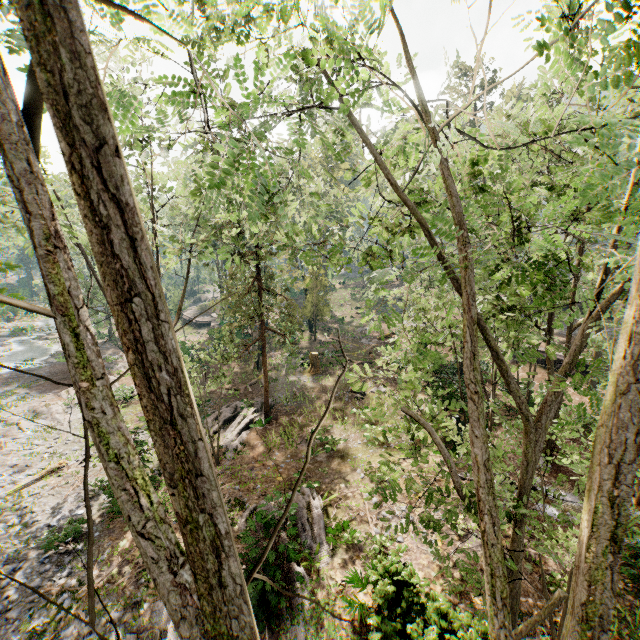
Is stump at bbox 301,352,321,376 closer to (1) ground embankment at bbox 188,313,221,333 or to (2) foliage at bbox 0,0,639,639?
(2) foliage at bbox 0,0,639,639

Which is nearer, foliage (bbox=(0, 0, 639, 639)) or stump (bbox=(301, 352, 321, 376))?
foliage (bbox=(0, 0, 639, 639))

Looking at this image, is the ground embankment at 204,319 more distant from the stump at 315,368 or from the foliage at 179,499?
the stump at 315,368

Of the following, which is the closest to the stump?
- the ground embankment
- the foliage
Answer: the foliage

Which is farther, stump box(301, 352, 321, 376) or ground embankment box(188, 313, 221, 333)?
ground embankment box(188, 313, 221, 333)

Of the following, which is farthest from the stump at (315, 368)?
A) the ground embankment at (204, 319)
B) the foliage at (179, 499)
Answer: the ground embankment at (204, 319)

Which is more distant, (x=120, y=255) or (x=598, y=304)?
(x=598, y=304)

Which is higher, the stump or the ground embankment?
the stump
